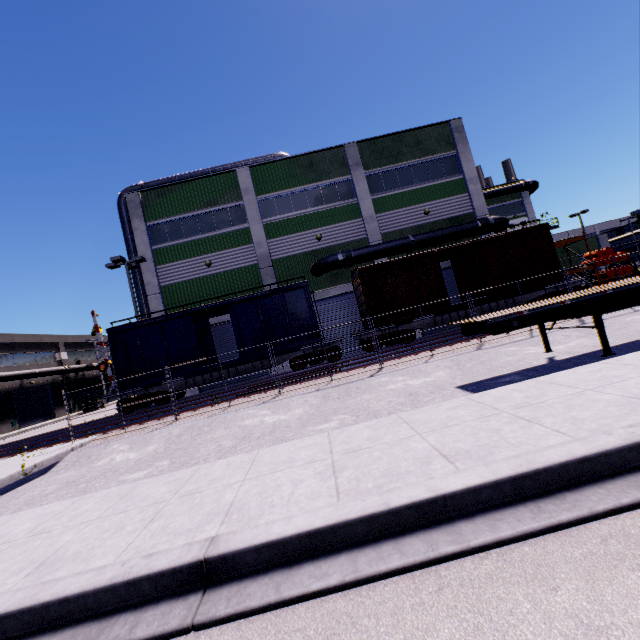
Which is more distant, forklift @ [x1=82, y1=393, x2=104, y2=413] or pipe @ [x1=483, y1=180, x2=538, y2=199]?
forklift @ [x1=82, y1=393, x2=104, y2=413]

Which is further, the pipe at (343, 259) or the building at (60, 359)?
the building at (60, 359)

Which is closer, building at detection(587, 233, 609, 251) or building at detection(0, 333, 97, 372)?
building at detection(587, 233, 609, 251)

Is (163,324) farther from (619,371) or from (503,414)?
(619,371)

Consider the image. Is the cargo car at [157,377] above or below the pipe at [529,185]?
below

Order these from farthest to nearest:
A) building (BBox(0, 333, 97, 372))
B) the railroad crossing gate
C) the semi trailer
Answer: building (BBox(0, 333, 97, 372))
the railroad crossing gate
the semi trailer

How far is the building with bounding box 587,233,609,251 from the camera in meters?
31.4

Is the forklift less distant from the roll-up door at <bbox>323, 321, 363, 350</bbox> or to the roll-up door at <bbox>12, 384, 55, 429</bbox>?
the roll-up door at <bbox>12, 384, 55, 429</bbox>
